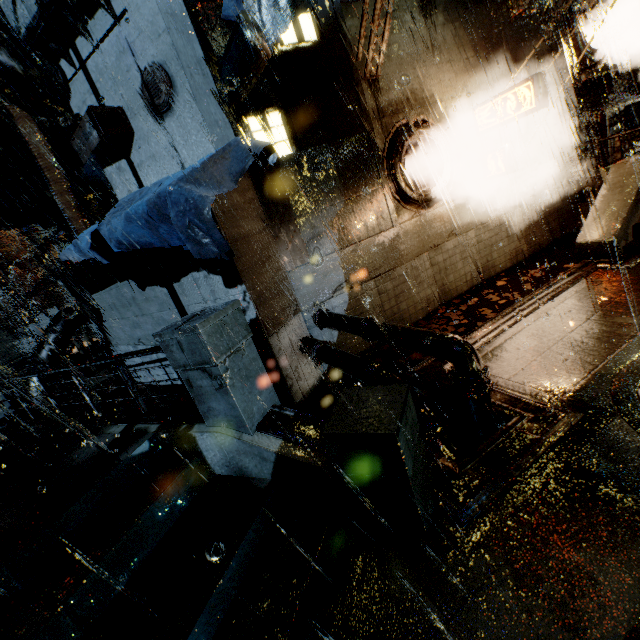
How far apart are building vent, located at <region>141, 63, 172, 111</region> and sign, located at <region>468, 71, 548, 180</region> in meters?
8.4 m

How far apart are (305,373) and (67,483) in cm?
504

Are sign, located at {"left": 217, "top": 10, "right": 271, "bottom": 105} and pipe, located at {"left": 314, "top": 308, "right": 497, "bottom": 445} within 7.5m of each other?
yes

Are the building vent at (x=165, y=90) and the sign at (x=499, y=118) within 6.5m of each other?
no

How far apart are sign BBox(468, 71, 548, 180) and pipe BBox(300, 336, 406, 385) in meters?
6.8 m

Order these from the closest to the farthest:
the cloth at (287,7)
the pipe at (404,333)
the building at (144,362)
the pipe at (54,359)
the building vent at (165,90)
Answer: →
1. the pipe at (404,333)
2. the cloth at (287,7)
3. the building vent at (165,90)
4. the building at (144,362)
5. the pipe at (54,359)

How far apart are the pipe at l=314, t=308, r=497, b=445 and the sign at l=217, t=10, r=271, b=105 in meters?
4.9 m

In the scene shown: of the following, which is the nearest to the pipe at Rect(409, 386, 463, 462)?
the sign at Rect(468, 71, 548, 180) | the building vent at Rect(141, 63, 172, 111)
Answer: the building vent at Rect(141, 63, 172, 111)
